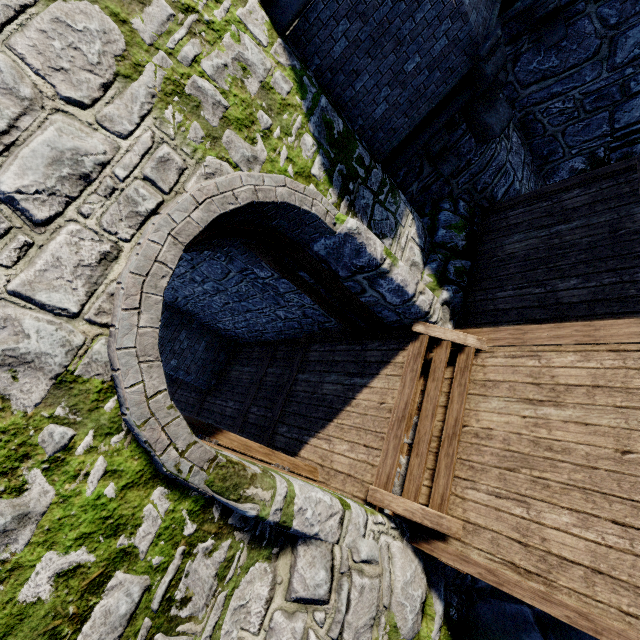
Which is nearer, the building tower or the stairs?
the building tower

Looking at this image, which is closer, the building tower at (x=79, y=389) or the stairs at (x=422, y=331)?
the building tower at (x=79, y=389)

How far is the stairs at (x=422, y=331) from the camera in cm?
397

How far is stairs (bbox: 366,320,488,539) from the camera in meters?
4.0

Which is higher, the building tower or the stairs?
the building tower

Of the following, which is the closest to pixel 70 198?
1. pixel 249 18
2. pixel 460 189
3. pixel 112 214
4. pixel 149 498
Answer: pixel 112 214
